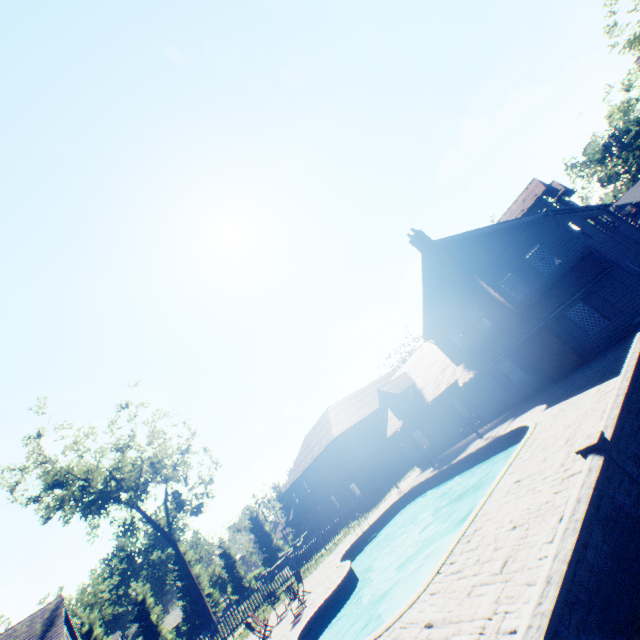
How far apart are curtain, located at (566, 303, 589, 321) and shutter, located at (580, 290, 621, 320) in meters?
0.2

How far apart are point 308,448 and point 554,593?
43.79m

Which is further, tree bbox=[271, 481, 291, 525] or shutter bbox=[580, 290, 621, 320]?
tree bbox=[271, 481, 291, 525]

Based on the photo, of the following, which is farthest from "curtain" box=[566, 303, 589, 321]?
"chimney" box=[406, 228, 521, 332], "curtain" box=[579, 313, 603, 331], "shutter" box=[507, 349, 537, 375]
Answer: "shutter" box=[507, 349, 537, 375]

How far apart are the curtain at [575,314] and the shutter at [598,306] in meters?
0.2

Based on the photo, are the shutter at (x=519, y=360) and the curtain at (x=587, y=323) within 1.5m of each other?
no

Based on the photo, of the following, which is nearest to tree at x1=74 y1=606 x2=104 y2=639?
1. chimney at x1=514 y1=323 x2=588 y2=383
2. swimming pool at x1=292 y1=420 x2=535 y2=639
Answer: swimming pool at x1=292 y1=420 x2=535 y2=639

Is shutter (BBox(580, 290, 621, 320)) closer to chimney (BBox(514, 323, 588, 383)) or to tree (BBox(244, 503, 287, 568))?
chimney (BBox(514, 323, 588, 383))
